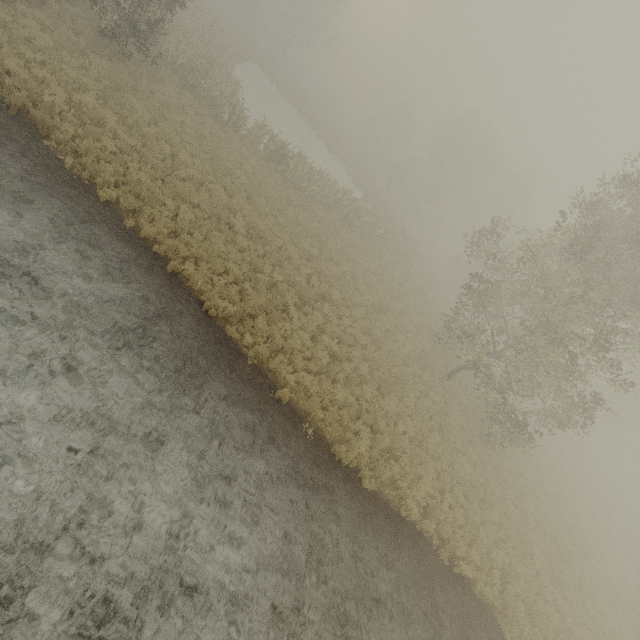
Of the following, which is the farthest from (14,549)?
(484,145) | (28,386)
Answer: (484,145)
